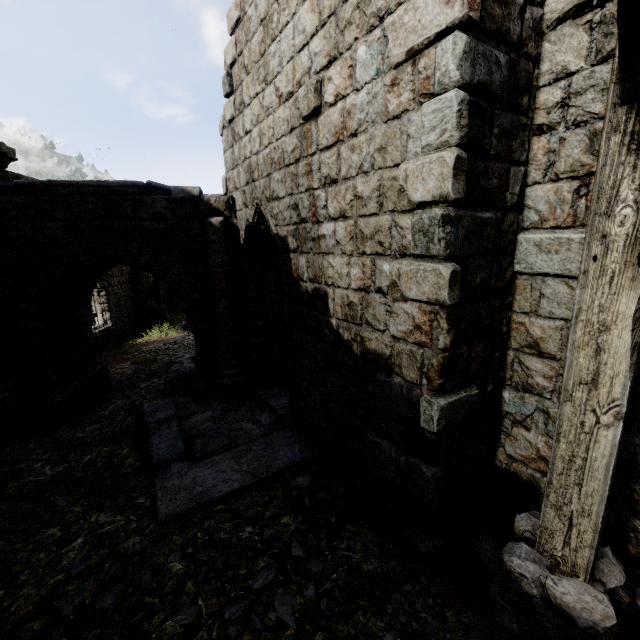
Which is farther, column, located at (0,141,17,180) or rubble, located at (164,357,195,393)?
rubble, located at (164,357,195,393)

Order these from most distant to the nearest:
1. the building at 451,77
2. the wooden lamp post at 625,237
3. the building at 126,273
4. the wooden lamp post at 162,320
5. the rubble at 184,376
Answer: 1. the wooden lamp post at 162,320
2. the building at 126,273
3. the rubble at 184,376
4. the building at 451,77
5. the wooden lamp post at 625,237

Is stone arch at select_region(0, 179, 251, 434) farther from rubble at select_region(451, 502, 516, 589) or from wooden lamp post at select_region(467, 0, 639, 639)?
wooden lamp post at select_region(467, 0, 639, 639)

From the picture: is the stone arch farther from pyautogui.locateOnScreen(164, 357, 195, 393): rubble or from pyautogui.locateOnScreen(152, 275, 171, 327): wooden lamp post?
pyautogui.locateOnScreen(152, 275, 171, 327): wooden lamp post

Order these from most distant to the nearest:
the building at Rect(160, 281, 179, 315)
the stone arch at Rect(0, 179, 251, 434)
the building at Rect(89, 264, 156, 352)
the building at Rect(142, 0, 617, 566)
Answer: the building at Rect(160, 281, 179, 315) → the building at Rect(89, 264, 156, 352) → the stone arch at Rect(0, 179, 251, 434) → the building at Rect(142, 0, 617, 566)

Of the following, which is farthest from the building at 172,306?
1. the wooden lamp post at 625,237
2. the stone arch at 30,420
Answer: the wooden lamp post at 625,237

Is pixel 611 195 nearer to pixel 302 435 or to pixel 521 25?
pixel 521 25

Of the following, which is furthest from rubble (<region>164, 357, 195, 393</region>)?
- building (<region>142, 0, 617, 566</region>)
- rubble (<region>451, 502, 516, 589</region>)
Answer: rubble (<region>451, 502, 516, 589</region>)
